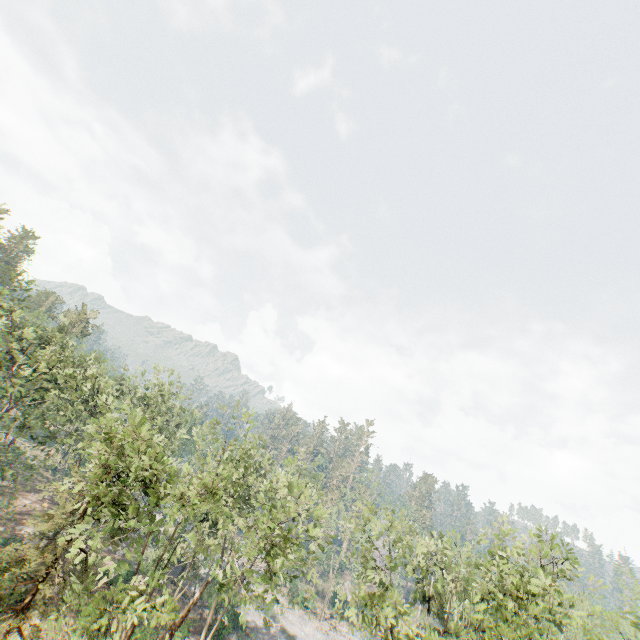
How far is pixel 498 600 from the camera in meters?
16.9 m
